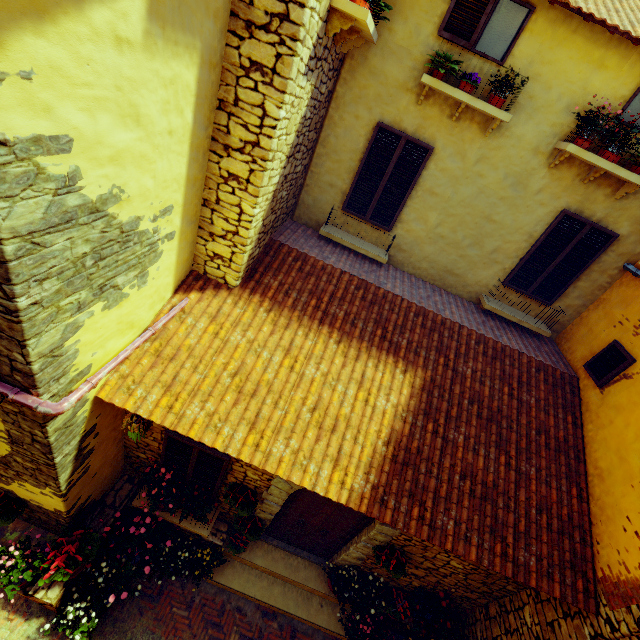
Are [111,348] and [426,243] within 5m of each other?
no

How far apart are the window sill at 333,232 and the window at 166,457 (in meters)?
4.51

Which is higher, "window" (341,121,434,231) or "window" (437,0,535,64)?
"window" (437,0,535,64)

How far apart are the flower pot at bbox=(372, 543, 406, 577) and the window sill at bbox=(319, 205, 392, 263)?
5.3m

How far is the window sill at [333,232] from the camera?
6.5m

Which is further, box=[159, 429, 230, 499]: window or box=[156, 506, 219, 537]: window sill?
box=[156, 506, 219, 537]: window sill

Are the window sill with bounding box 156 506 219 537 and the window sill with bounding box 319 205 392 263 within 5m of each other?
no

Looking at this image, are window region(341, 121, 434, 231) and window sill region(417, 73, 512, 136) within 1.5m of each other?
yes
